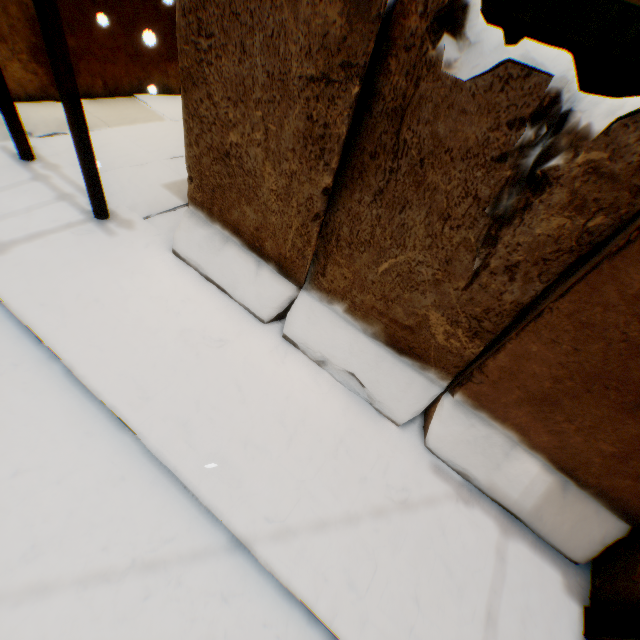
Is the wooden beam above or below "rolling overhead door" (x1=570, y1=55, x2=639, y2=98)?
below

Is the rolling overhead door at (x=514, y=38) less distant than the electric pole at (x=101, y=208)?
No

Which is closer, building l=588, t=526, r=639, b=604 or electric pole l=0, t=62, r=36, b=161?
building l=588, t=526, r=639, b=604

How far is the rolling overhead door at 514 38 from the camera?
3.8m

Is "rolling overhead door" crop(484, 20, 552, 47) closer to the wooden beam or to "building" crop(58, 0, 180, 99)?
"building" crop(58, 0, 180, 99)

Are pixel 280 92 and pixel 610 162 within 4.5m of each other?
yes

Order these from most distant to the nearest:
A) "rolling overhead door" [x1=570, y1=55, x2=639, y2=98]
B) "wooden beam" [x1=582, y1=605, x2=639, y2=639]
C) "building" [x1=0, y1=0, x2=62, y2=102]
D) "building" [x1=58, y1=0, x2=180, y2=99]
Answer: "building" [x1=58, y1=0, x2=180, y2=99]
"building" [x1=0, y1=0, x2=62, y2=102]
"rolling overhead door" [x1=570, y1=55, x2=639, y2=98]
"wooden beam" [x1=582, y1=605, x2=639, y2=639]

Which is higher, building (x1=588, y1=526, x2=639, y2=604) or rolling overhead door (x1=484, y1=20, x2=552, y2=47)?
rolling overhead door (x1=484, y1=20, x2=552, y2=47)
